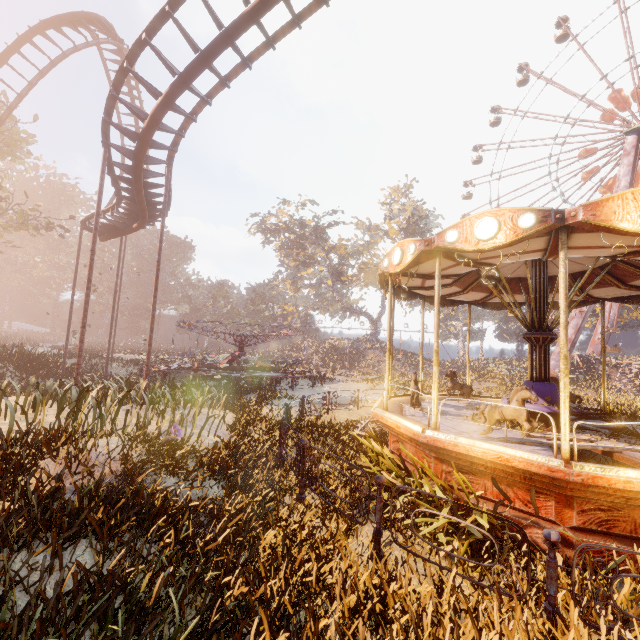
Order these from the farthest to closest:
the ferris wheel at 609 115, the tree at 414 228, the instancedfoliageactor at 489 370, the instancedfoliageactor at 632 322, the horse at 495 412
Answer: the tree at 414 228, the instancedfoliageactor at 632 322, the ferris wheel at 609 115, the instancedfoliageactor at 489 370, the horse at 495 412

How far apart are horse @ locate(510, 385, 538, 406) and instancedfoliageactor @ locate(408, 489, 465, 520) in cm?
110

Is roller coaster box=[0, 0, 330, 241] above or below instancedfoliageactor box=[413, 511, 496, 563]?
above

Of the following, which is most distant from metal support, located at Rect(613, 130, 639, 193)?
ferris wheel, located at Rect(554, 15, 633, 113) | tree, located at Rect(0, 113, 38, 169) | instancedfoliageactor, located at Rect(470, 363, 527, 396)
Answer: tree, located at Rect(0, 113, 38, 169)

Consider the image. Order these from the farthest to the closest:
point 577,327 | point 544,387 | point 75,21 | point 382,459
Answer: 1. point 577,327
2. point 75,21
3. point 544,387
4. point 382,459

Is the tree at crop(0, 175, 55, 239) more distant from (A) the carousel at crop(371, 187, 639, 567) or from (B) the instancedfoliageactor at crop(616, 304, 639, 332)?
(B) the instancedfoliageactor at crop(616, 304, 639, 332)

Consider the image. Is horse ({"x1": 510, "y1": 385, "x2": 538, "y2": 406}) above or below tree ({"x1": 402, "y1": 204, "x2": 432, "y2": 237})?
below

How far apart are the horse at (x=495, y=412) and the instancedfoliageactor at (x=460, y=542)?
1.1m
